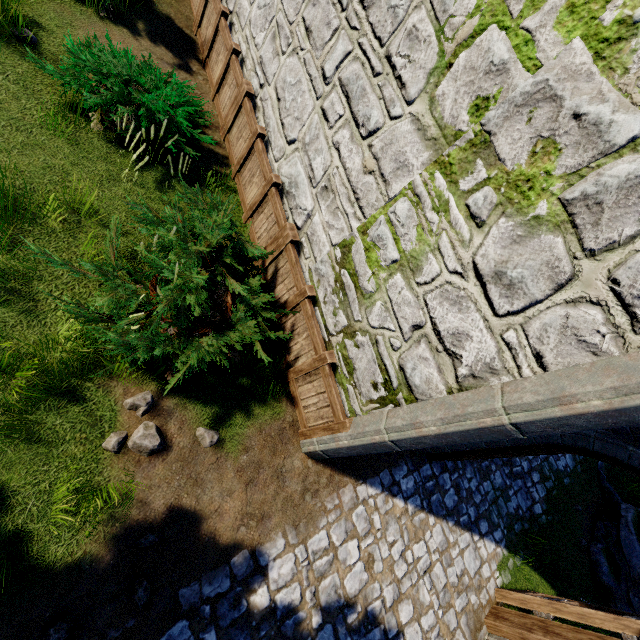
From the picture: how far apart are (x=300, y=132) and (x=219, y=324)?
3.2 meters

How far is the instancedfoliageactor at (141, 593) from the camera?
3.2m

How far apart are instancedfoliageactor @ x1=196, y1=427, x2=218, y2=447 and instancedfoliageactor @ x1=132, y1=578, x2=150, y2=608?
1.4 meters

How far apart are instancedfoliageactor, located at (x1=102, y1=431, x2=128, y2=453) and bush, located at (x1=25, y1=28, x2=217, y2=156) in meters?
3.9 m

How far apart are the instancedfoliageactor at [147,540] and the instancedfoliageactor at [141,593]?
0.29m

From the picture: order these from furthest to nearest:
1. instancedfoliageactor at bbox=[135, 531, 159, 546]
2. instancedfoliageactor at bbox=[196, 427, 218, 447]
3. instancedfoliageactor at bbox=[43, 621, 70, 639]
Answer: instancedfoliageactor at bbox=[196, 427, 218, 447] < instancedfoliageactor at bbox=[135, 531, 159, 546] < instancedfoliageactor at bbox=[43, 621, 70, 639]

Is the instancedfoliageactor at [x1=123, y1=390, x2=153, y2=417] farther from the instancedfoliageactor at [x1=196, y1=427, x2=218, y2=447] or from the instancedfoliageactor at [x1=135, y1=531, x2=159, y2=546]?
the instancedfoliageactor at [x1=135, y1=531, x2=159, y2=546]

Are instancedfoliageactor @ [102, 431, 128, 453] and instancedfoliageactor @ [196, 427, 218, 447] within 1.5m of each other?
yes
